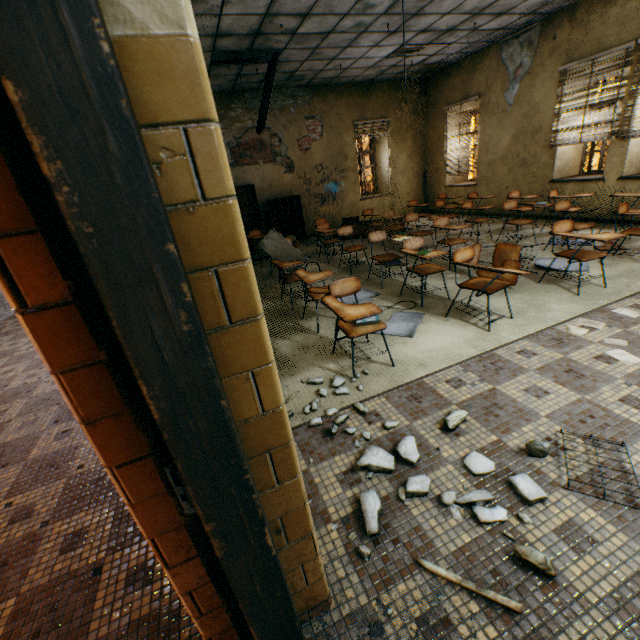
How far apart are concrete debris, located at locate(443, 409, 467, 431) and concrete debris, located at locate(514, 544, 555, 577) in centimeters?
45cm

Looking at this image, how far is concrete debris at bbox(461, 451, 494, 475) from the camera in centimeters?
187cm

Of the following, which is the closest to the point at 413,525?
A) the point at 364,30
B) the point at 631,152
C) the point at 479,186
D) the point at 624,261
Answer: the point at 624,261

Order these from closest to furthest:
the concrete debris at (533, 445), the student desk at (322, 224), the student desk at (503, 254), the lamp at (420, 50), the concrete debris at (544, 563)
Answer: the concrete debris at (544, 563)
the concrete debris at (533, 445)
the student desk at (503, 254)
the student desk at (322, 224)
the lamp at (420, 50)

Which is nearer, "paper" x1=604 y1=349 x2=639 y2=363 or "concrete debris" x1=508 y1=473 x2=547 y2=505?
"concrete debris" x1=508 y1=473 x2=547 y2=505

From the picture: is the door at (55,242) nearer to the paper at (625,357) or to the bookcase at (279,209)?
the paper at (625,357)

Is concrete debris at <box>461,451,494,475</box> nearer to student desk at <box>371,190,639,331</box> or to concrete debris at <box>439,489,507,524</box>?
concrete debris at <box>439,489,507,524</box>

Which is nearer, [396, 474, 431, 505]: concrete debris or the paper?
[396, 474, 431, 505]: concrete debris
